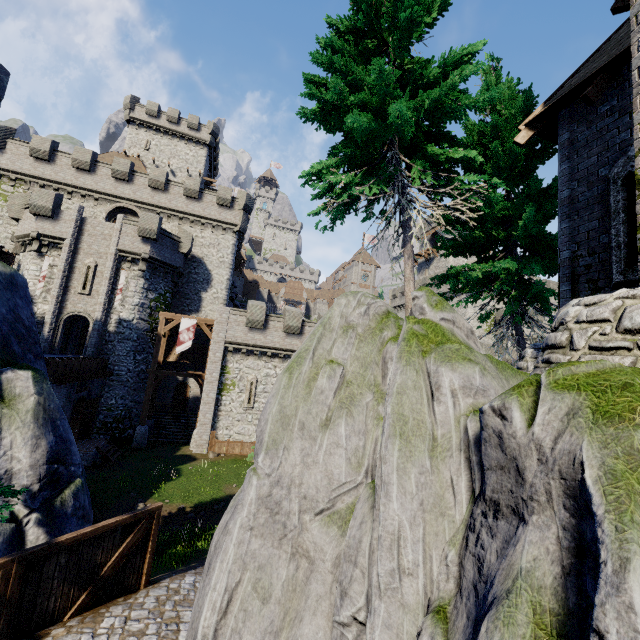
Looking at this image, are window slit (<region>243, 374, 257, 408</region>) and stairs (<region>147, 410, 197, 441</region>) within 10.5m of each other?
yes

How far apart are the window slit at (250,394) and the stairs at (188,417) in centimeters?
Answer: 524cm

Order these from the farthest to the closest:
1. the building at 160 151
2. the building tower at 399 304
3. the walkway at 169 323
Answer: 1. the building tower at 399 304
2. the building at 160 151
3. the walkway at 169 323

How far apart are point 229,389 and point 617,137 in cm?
2405

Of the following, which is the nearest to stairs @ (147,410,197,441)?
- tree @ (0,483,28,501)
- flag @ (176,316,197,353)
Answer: flag @ (176,316,197,353)

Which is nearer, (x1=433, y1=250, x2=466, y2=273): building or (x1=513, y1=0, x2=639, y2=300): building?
(x1=513, y1=0, x2=639, y2=300): building

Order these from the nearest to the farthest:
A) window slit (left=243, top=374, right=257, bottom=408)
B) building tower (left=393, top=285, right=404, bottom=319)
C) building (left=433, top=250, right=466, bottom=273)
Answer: window slit (left=243, top=374, right=257, bottom=408), building (left=433, top=250, right=466, bottom=273), building tower (left=393, top=285, right=404, bottom=319)

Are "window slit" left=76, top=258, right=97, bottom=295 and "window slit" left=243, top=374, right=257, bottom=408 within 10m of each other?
no
